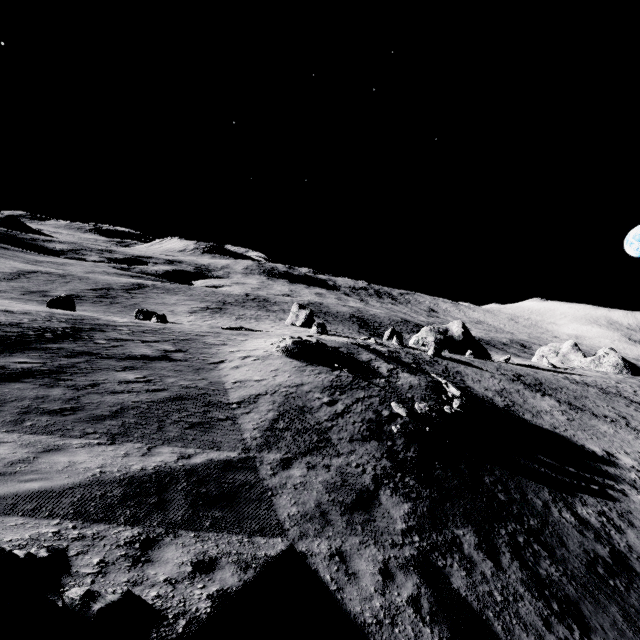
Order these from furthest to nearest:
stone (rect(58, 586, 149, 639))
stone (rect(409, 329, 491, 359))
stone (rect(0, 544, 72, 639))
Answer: stone (rect(409, 329, 491, 359))
stone (rect(58, 586, 149, 639))
stone (rect(0, 544, 72, 639))

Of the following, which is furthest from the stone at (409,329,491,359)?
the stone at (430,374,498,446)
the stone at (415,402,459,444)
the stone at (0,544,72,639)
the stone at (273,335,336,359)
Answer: the stone at (0,544,72,639)

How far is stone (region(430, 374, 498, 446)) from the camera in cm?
1792

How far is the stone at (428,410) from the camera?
16.2m

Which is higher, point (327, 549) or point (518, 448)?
point (327, 549)

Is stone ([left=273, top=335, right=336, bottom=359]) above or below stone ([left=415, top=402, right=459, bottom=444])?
above

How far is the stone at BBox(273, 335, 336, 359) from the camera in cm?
2189

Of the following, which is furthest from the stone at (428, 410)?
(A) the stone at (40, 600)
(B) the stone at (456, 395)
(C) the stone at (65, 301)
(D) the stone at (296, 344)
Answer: (C) the stone at (65, 301)
